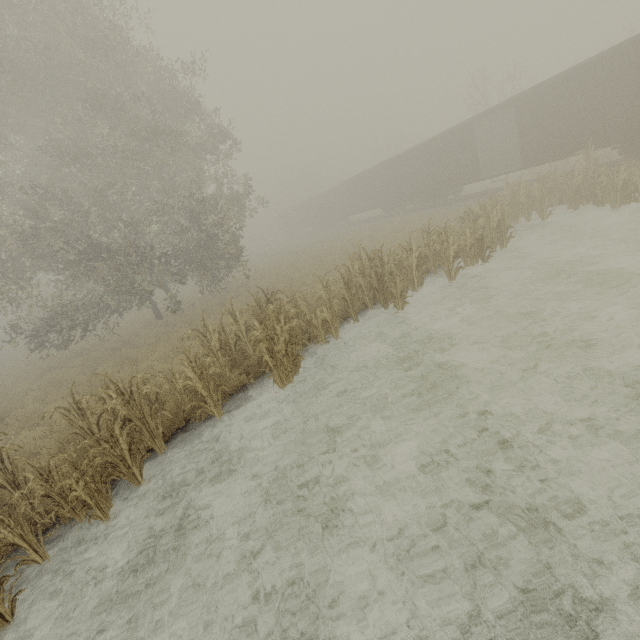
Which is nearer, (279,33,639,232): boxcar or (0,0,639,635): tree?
(0,0,639,635): tree

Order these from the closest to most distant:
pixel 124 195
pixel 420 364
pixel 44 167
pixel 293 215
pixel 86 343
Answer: pixel 420 364
pixel 124 195
pixel 44 167
pixel 86 343
pixel 293 215

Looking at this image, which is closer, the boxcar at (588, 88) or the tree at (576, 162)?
the tree at (576, 162)
